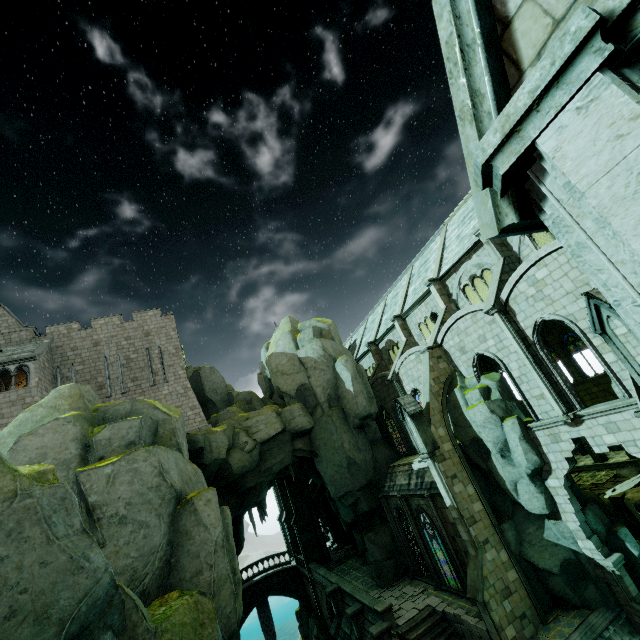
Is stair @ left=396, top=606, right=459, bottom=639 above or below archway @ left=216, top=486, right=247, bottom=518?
below

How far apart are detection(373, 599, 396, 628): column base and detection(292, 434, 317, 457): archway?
9.97m

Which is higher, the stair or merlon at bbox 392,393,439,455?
merlon at bbox 392,393,439,455

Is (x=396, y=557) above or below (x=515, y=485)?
below

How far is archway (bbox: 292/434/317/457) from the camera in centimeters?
2664cm

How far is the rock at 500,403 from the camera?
15.97m

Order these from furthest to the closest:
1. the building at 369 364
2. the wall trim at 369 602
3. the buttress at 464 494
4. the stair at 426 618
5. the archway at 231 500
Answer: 1. the archway at 231 500
2. the wall trim at 369 602
3. the stair at 426 618
4. the buttress at 464 494
5. the building at 369 364

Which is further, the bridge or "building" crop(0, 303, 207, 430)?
the bridge
